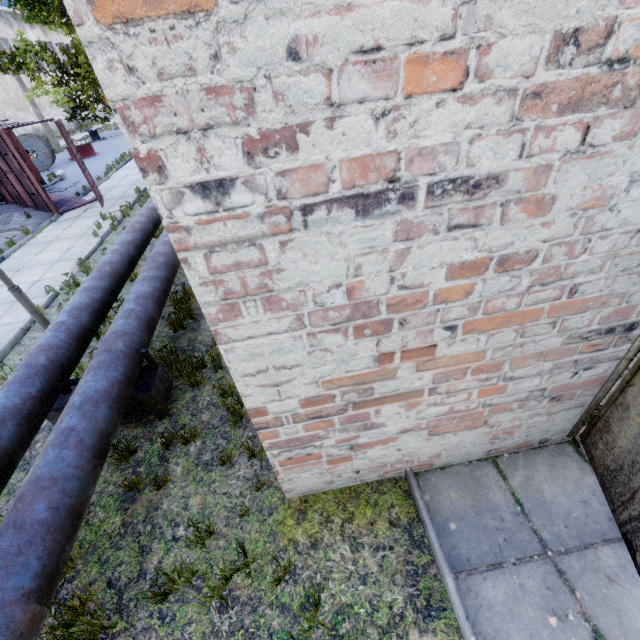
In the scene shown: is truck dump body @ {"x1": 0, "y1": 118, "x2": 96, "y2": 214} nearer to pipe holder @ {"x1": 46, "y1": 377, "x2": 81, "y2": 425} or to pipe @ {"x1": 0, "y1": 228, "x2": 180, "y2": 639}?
pipe @ {"x1": 0, "y1": 228, "x2": 180, "y2": 639}

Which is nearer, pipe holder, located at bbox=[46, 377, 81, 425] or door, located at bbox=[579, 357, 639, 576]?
door, located at bbox=[579, 357, 639, 576]

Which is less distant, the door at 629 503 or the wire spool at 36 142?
the door at 629 503

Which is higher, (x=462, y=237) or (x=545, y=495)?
(x=462, y=237)

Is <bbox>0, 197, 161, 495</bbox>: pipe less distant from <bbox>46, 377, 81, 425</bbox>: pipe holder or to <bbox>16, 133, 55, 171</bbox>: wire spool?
<bbox>46, 377, 81, 425</bbox>: pipe holder

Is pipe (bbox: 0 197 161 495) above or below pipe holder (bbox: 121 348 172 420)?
above

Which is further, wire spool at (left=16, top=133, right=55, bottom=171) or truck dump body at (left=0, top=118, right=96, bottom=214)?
wire spool at (left=16, top=133, right=55, bottom=171)

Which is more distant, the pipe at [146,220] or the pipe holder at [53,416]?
the pipe holder at [53,416]
